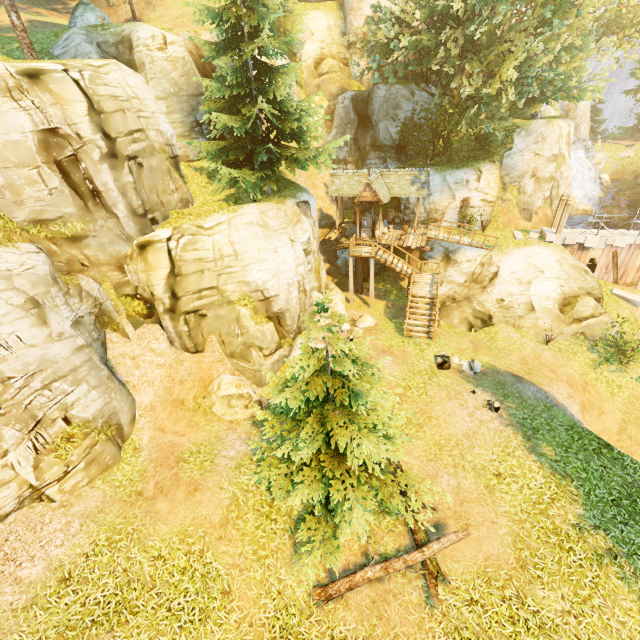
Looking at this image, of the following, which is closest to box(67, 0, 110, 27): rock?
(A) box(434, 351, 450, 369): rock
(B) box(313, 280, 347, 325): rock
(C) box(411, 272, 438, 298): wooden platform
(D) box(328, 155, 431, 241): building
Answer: (D) box(328, 155, 431, 241): building

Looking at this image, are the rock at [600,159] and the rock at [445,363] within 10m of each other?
no

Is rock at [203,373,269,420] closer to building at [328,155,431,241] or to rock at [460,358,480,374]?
rock at [460,358,480,374]

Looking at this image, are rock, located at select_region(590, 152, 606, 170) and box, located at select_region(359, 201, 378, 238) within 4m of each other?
no

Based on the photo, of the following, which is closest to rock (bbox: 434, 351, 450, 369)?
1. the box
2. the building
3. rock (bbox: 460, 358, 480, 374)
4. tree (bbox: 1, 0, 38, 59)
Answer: rock (bbox: 460, 358, 480, 374)

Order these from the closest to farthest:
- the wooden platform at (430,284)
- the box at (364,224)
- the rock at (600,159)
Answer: the wooden platform at (430,284)
the box at (364,224)
the rock at (600,159)

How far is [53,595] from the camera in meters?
7.3 m

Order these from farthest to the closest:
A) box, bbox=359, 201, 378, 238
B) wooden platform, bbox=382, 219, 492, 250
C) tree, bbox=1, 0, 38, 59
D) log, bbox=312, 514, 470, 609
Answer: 1. box, bbox=359, 201, 378, 238
2. wooden platform, bbox=382, 219, 492, 250
3. tree, bbox=1, 0, 38, 59
4. log, bbox=312, 514, 470, 609
